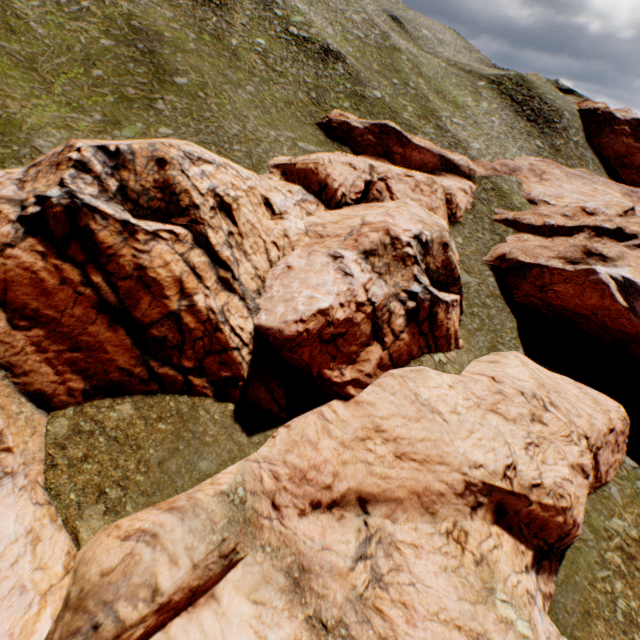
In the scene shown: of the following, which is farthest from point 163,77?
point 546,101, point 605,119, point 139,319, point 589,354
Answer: point 605,119
